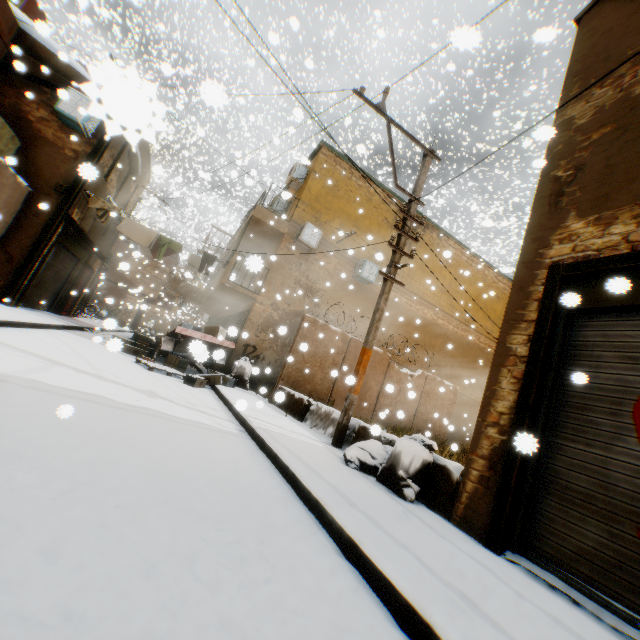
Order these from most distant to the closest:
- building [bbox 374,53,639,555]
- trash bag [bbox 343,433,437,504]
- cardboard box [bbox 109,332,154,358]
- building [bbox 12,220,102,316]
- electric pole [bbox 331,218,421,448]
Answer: building [bbox 12,220,102,316] < electric pole [bbox 331,218,421,448] < trash bag [bbox 343,433,437,504] < building [bbox 374,53,639,555] < cardboard box [bbox 109,332,154,358]

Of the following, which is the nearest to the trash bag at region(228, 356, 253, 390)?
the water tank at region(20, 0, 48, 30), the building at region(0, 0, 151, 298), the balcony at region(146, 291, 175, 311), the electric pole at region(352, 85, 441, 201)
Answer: the building at region(0, 0, 151, 298)

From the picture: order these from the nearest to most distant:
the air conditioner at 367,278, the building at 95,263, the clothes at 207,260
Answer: the building at 95,263
the clothes at 207,260
the air conditioner at 367,278

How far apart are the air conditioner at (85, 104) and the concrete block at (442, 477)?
3.73m

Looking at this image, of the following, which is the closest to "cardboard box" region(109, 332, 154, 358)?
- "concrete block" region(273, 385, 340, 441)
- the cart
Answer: the cart

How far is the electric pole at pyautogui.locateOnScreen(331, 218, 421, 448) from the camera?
6.3m

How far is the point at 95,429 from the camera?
3.04m

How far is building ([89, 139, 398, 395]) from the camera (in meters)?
12.68
